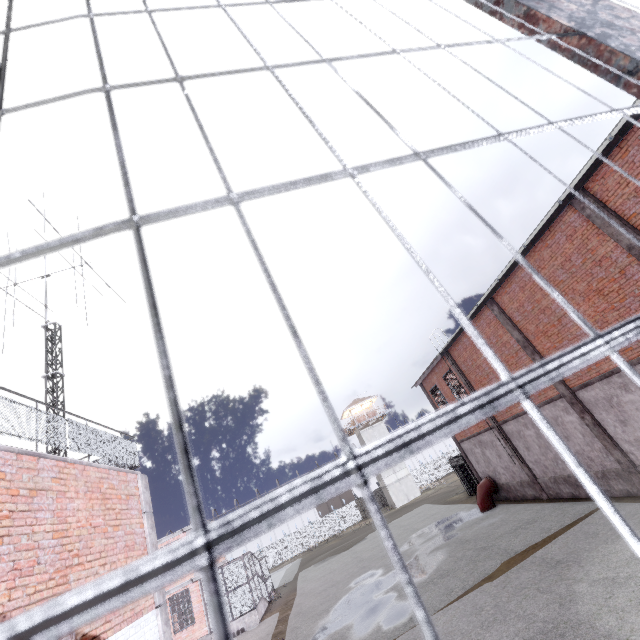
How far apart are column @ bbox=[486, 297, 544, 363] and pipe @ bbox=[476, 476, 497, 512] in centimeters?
966cm

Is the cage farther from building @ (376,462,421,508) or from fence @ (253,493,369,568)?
building @ (376,462,421,508)

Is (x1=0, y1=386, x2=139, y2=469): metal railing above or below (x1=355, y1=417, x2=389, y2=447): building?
below

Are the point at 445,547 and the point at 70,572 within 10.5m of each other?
no

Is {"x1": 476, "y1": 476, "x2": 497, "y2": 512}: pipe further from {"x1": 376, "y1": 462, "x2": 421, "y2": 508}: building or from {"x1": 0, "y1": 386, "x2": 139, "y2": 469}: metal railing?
{"x1": 376, "y1": 462, "x2": 421, "y2": 508}: building

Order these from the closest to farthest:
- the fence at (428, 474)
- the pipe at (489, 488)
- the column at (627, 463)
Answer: the column at (627, 463) → the pipe at (489, 488) → the fence at (428, 474)

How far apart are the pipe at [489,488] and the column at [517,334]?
9.7m

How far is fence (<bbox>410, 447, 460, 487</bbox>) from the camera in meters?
51.4
